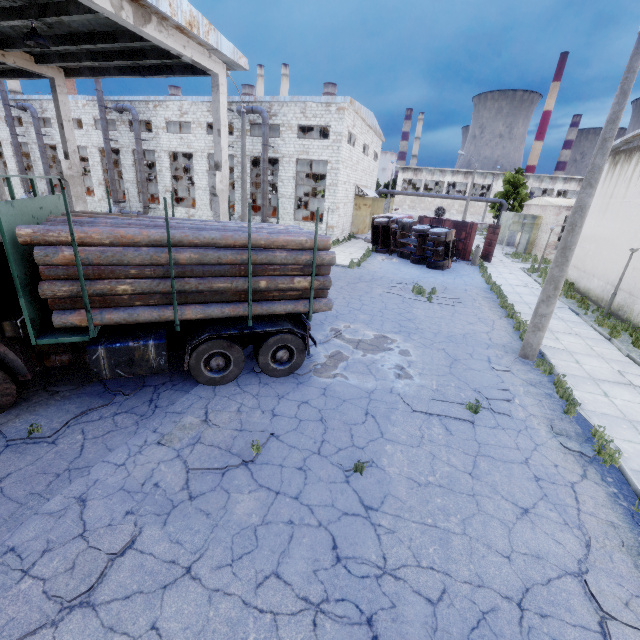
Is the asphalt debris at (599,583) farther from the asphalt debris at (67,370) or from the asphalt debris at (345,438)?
the asphalt debris at (67,370)

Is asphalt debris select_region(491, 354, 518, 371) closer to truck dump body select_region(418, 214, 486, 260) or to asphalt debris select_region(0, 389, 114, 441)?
asphalt debris select_region(0, 389, 114, 441)

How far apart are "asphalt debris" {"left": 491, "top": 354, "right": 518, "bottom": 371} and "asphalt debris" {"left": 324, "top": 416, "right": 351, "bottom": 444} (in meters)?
5.44

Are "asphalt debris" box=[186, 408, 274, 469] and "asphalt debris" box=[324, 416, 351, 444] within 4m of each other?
yes

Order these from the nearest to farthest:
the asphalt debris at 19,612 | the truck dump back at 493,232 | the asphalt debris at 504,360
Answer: the asphalt debris at 19,612 → the asphalt debris at 504,360 → the truck dump back at 493,232

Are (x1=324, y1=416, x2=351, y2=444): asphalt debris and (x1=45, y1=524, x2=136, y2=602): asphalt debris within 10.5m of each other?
yes

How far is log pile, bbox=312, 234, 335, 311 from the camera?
7.11m

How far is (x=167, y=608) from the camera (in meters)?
3.68
